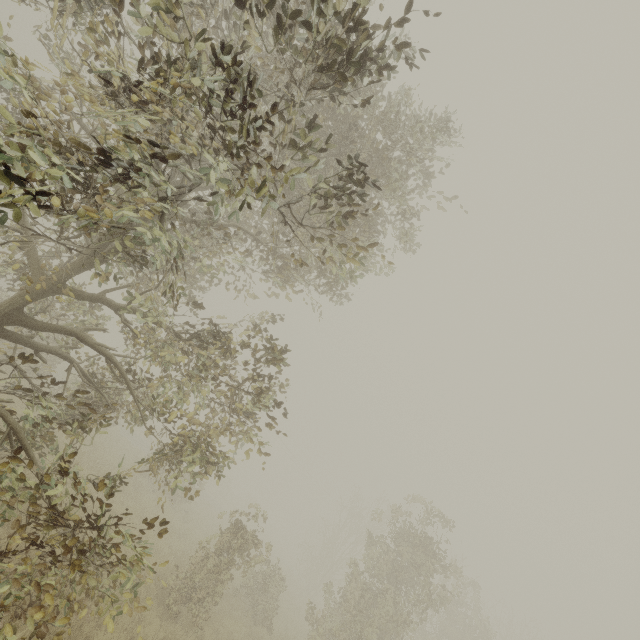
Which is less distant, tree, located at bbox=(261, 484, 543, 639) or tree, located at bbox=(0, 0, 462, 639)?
tree, located at bbox=(0, 0, 462, 639)

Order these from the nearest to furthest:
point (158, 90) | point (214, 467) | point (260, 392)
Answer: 1. point (158, 90)
2. point (260, 392)
3. point (214, 467)

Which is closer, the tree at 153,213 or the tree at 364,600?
the tree at 153,213
